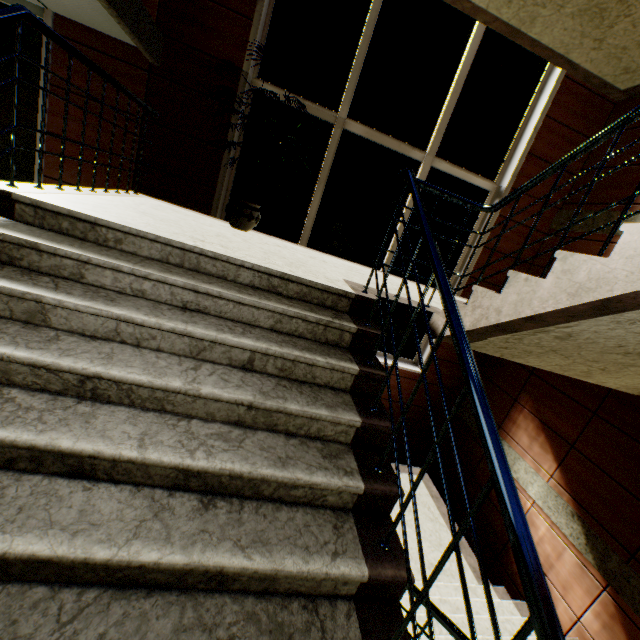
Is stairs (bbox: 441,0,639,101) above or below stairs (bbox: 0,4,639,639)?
above

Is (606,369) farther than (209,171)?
No

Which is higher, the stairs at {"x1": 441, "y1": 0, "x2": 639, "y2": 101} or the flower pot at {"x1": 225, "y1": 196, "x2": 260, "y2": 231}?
the stairs at {"x1": 441, "y1": 0, "x2": 639, "y2": 101}

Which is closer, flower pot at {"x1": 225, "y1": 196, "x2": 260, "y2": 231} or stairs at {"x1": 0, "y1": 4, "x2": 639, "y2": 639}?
stairs at {"x1": 0, "y1": 4, "x2": 639, "y2": 639}

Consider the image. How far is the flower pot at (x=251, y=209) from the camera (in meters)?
3.72

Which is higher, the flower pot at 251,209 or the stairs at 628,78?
the stairs at 628,78

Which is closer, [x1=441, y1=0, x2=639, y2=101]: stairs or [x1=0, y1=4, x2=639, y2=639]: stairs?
[x1=0, y1=4, x2=639, y2=639]: stairs

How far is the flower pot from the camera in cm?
372
